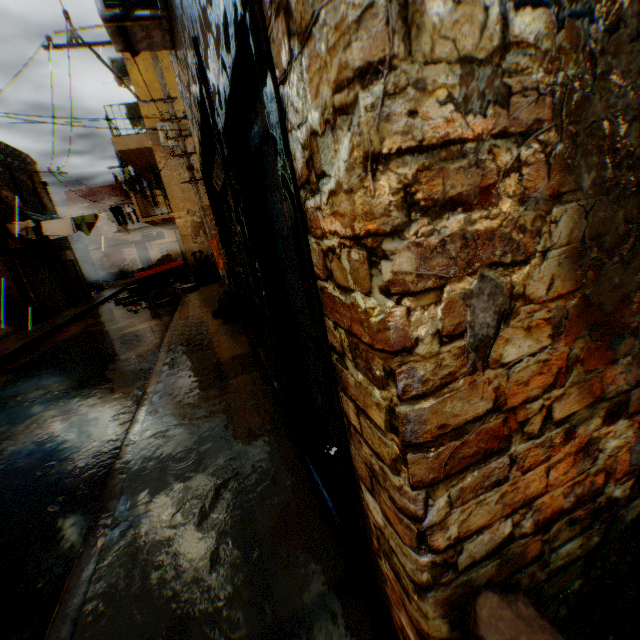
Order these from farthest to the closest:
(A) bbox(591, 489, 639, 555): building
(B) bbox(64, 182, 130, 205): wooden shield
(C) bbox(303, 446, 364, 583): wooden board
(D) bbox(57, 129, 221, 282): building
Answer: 1. (B) bbox(64, 182, 130, 205): wooden shield
2. (D) bbox(57, 129, 221, 282): building
3. (C) bbox(303, 446, 364, 583): wooden board
4. (A) bbox(591, 489, 639, 555): building

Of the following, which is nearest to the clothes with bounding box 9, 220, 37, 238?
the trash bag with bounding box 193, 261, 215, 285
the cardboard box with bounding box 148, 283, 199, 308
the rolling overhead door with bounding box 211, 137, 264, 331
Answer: the rolling overhead door with bounding box 211, 137, 264, 331

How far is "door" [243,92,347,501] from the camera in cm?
182

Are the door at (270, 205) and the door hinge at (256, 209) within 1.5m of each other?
yes

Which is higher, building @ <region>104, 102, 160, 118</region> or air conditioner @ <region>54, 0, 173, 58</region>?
building @ <region>104, 102, 160, 118</region>

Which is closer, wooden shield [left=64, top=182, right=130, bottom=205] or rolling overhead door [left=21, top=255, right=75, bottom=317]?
rolling overhead door [left=21, top=255, right=75, bottom=317]

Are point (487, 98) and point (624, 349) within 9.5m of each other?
yes

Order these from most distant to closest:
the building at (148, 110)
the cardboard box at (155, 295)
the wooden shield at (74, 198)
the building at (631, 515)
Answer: the wooden shield at (74, 198) → the building at (148, 110) → the cardboard box at (155, 295) → the building at (631, 515)
